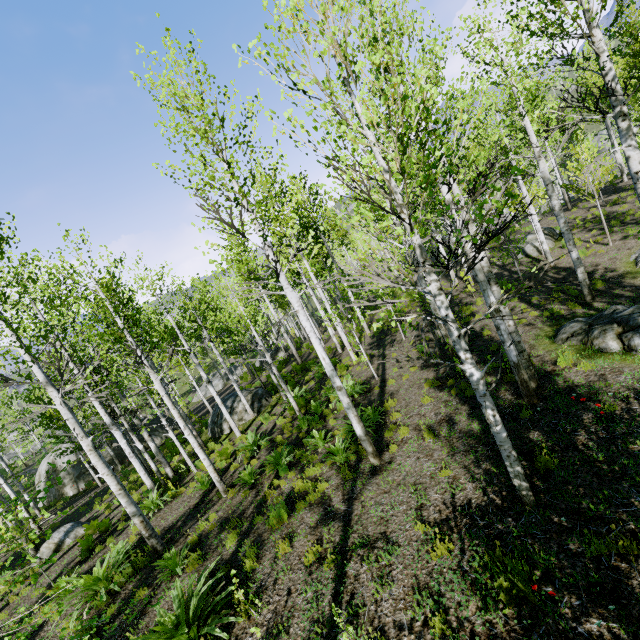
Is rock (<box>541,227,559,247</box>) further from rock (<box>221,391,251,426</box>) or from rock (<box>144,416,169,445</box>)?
rock (<box>144,416,169,445</box>)

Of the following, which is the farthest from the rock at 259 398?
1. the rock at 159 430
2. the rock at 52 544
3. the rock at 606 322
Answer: the rock at 606 322

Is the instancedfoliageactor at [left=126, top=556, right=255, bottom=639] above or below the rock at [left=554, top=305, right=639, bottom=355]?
above

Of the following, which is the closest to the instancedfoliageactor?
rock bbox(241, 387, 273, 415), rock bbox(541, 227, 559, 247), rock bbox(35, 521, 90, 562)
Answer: rock bbox(35, 521, 90, 562)

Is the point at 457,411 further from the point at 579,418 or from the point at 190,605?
the point at 190,605

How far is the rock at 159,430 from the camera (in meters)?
23.75

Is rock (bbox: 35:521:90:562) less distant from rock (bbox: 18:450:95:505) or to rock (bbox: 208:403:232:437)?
rock (bbox: 208:403:232:437)

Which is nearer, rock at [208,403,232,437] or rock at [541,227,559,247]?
rock at [208,403,232,437]
